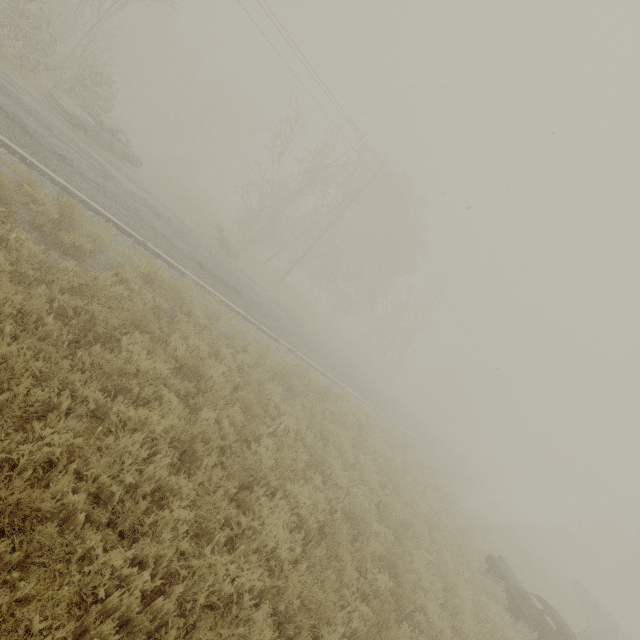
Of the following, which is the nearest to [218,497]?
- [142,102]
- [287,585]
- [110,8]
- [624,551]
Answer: [287,585]

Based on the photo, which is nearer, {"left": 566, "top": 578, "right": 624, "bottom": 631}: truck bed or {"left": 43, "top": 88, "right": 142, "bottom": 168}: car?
{"left": 43, "top": 88, "right": 142, "bottom": 168}: car

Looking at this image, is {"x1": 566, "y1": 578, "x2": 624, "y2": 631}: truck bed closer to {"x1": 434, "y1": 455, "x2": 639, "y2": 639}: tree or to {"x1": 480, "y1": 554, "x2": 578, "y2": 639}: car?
{"x1": 434, "y1": 455, "x2": 639, "y2": 639}: tree

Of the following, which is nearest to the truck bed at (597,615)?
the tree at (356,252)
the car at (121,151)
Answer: the tree at (356,252)

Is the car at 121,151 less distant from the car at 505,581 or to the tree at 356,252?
the tree at 356,252

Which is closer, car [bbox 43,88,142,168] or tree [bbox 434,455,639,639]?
car [bbox 43,88,142,168]

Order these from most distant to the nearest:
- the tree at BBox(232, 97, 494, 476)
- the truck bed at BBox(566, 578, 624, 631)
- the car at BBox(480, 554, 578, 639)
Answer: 1. the tree at BBox(232, 97, 494, 476)
2. the truck bed at BBox(566, 578, 624, 631)
3. the car at BBox(480, 554, 578, 639)

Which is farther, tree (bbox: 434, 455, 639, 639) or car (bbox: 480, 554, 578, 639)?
tree (bbox: 434, 455, 639, 639)
